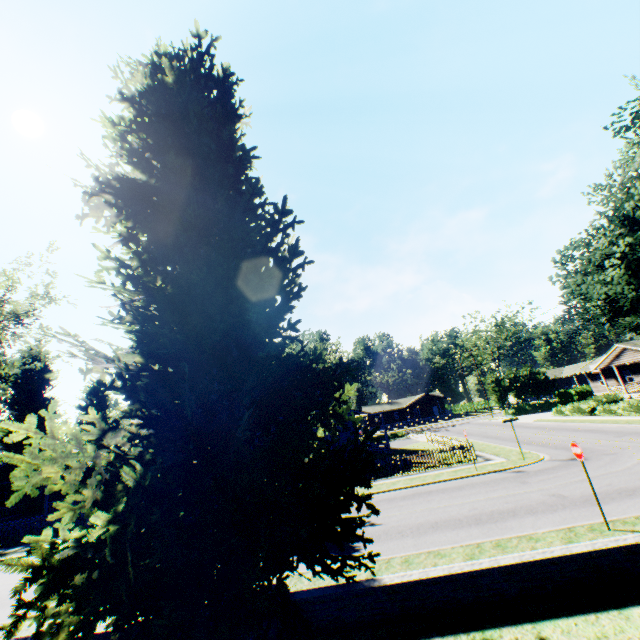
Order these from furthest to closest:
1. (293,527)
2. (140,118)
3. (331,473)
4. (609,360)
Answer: (609,360) < (140,118) < (331,473) < (293,527)

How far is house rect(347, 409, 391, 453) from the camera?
29.0 meters

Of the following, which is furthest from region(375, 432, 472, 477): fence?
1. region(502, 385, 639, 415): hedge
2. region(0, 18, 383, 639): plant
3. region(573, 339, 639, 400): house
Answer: region(573, 339, 639, 400): house

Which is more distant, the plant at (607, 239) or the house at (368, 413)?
the house at (368, 413)

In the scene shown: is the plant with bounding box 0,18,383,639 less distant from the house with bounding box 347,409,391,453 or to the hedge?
the house with bounding box 347,409,391,453

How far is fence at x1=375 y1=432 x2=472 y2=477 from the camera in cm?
2146

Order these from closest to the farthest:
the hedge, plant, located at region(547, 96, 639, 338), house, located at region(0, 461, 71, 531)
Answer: plant, located at region(547, 96, 639, 338) < the hedge < house, located at region(0, 461, 71, 531)

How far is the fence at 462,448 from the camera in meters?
21.5
